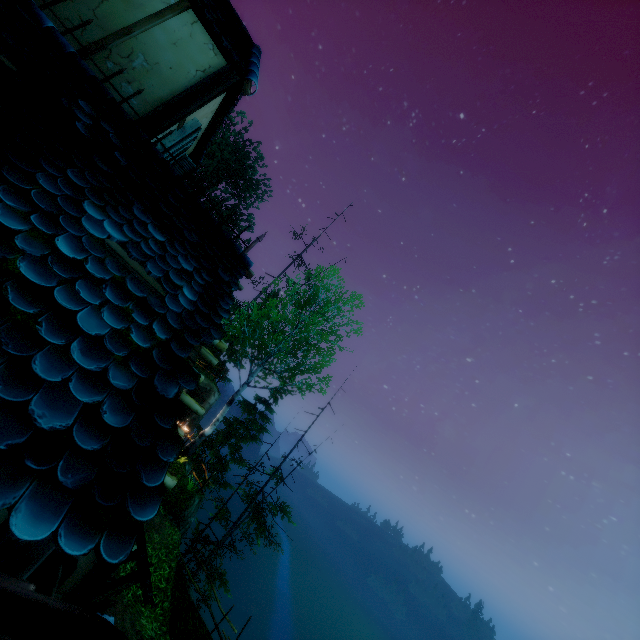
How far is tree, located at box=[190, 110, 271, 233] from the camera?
31.2 meters

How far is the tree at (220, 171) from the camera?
31.2m

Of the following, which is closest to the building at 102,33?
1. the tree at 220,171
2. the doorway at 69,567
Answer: the doorway at 69,567

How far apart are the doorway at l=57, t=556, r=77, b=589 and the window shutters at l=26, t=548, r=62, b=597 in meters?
1.6 m

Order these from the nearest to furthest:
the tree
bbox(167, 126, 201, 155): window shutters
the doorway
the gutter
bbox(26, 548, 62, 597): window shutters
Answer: the gutter < bbox(26, 548, 62, 597): window shutters < the doorway < bbox(167, 126, 201, 155): window shutters < the tree

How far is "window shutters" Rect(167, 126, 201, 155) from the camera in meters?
5.4

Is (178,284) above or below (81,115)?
below

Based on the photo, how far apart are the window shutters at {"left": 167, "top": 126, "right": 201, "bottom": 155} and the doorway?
5.16m
